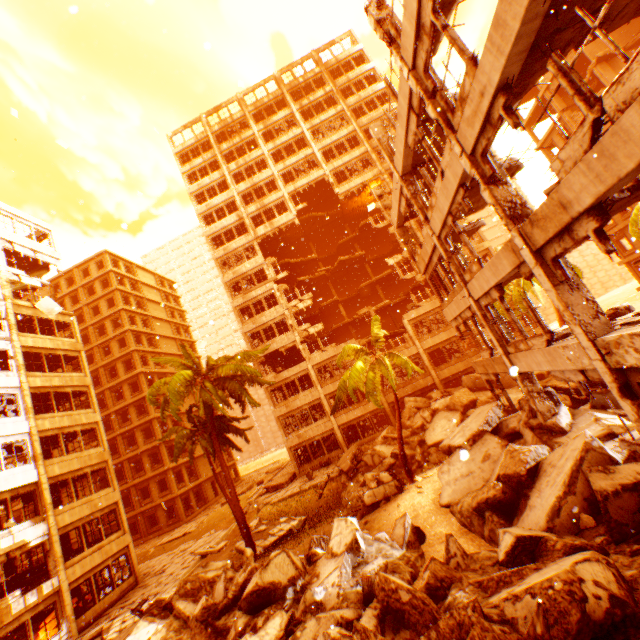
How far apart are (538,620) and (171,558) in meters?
29.3 m

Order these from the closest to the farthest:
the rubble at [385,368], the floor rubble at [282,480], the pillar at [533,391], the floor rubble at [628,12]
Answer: the floor rubble at [628,12] < the pillar at [533,391] < the rubble at [385,368] < the floor rubble at [282,480]

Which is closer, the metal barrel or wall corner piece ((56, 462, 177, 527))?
the metal barrel

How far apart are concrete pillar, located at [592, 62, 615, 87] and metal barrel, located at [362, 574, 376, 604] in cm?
3823

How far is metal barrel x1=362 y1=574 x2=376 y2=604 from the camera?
7.2m

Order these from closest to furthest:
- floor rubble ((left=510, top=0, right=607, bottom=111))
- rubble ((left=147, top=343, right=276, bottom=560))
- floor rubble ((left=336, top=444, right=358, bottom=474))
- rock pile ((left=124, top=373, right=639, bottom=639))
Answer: rock pile ((left=124, top=373, right=639, bottom=639)), floor rubble ((left=510, top=0, right=607, bottom=111)), rubble ((left=147, top=343, right=276, bottom=560)), floor rubble ((left=336, top=444, right=358, bottom=474))

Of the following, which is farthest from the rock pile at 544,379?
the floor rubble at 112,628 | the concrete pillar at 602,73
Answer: the concrete pillar at 602,73

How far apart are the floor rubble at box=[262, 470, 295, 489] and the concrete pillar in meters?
A: 42.5
